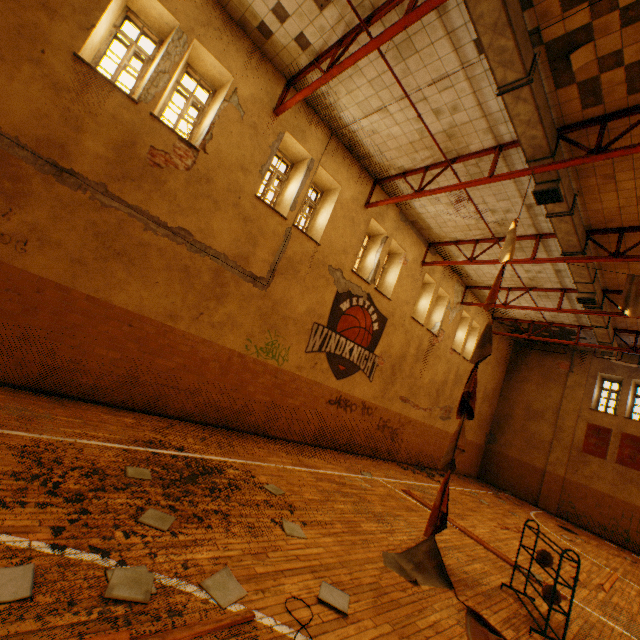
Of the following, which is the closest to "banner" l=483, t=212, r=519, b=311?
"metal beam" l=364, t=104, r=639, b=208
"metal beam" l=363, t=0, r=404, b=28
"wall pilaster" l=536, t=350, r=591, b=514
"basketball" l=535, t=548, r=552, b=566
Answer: "metal beam" l=364, t=104, r=639, b=208

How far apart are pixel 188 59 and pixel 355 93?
4.0m

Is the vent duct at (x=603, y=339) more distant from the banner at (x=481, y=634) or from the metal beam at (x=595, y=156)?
the banner at (x=481, y=634)

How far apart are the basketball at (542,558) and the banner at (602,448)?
15.9 meters

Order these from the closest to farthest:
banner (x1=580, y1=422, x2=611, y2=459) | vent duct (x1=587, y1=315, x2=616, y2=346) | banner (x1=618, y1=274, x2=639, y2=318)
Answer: banner (x1=618, y1=274, x2=639, y2=318) → vent duct (x1=587, y1=315, x2=616, y2=346) → banner (x1=580, y1=422, x2=611, y2=459)

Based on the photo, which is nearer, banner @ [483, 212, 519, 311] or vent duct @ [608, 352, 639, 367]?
banner @ [483, 212, 519, 311]

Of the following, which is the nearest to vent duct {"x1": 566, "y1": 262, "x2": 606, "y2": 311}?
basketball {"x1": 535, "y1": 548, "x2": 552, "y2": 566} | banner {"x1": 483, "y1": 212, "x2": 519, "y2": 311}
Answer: banner {"x1": 483, "y1": 212, "x2": 519, "y2": 311}

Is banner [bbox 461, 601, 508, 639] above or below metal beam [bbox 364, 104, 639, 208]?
below
